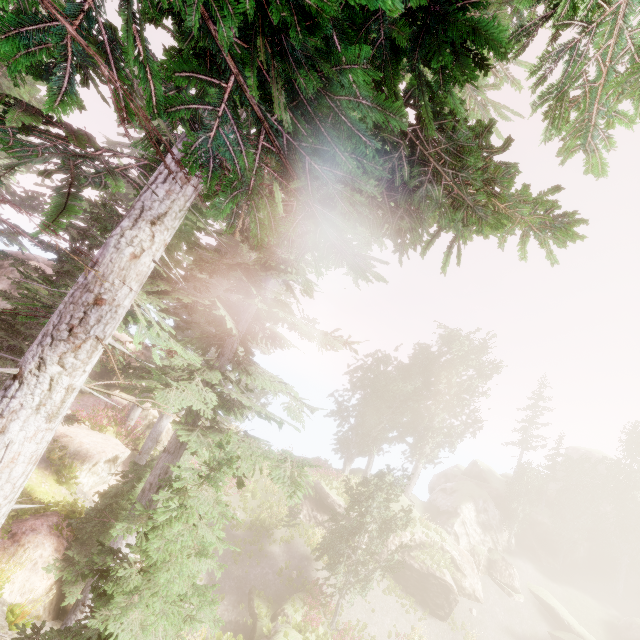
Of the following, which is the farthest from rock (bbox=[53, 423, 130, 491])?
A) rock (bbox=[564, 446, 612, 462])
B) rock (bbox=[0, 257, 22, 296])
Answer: rock (bbox=[564, 446, 612, 462])

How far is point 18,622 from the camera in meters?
8.2

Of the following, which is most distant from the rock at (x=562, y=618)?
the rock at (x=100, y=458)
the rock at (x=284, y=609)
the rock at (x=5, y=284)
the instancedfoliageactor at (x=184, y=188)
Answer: the rock at (x=100, y=458)

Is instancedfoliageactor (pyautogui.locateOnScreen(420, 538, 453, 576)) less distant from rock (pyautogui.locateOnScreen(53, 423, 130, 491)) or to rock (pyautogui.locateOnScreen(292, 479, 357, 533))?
rock (pyautogui.locateOnScreen(292, 479, 357, 533))

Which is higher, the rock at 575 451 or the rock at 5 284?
the rock at 575 451

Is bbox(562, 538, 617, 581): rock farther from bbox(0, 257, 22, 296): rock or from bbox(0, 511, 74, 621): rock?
bbox(0, 511, 74, 621): rock

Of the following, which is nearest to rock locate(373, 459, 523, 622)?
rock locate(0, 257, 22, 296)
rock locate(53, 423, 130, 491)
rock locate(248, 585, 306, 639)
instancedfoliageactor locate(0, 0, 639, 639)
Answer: instancedfoliageactor locate(0, 0, 639, 639)
